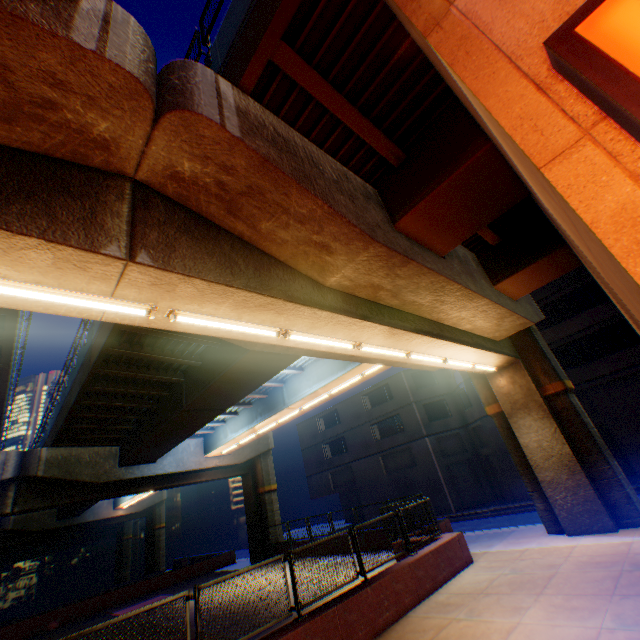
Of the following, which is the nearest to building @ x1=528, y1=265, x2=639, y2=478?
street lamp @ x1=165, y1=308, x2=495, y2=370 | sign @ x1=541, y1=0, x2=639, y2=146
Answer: street lamp @ x1=165, y1=308, x2=495, y2=370

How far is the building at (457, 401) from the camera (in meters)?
25.28

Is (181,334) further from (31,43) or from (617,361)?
(617,361)

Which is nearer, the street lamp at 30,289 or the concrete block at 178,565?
the street lamp at 30,289

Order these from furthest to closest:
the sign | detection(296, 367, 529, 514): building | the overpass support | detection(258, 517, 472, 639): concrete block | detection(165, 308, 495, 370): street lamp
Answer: detection(296, 367, 529, 514): building
detection(258, 517, 472, 639): concrete block
detection(165, 308, 495, 370): street lamp
the overpass support
the sign

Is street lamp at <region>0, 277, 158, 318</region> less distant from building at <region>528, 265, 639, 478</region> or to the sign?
the sign

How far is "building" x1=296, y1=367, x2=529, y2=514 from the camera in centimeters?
2528cm

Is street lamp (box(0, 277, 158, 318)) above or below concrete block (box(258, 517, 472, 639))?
above
